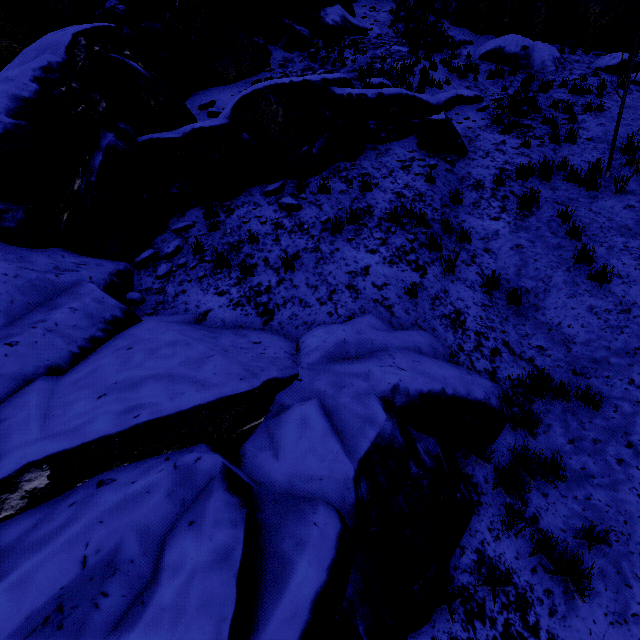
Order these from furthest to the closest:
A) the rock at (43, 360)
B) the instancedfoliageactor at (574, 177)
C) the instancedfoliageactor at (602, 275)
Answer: the instancedfoliageactor at (574, 177) → the instancedfoliageactor at (602, 275) → the rock at (43, 360)

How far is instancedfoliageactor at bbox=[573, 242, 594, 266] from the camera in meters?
5.8 m

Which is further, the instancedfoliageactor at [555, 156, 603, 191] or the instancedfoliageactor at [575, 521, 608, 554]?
the instancedfoliageactor at [555, 156, 603, 191]

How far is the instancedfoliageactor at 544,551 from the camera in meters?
3.0

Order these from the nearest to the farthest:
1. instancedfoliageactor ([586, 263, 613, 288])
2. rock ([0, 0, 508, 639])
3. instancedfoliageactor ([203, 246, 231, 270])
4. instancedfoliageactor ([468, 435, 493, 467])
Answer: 1. rock ([0, 0, 508, 639])
2. instancedfoliageactor ([468, 435, 493, 467])
3. instancedfoliageactor ([586, 263, 613, 288])
4. instancedfoliageactor ([203, 246, 231, 270])

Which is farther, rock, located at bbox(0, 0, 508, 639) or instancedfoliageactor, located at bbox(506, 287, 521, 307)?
instancedfoliageactor, located at bbox(506, 287, 521, 307)

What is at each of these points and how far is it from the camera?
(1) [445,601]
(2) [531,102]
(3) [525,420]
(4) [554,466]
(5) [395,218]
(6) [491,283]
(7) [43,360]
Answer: (1) instancedfoliageactor, 3.12m
(2) instancedfoliageactor, 10.60m
(3) instancedfoliageactor, 4.17m
(4) instancedfoliageactor, 3.70m
(5) instancedfoliageactor, 6.86m
(6) instancedfoliageactor, 5.73m
(7) rock, 3.48m
